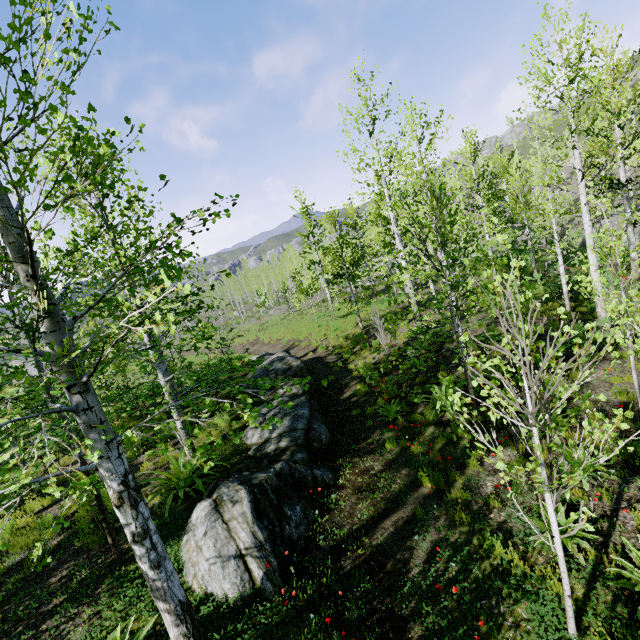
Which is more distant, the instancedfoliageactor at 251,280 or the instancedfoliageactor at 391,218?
the instancedfoliageactor at 251,280

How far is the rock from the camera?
4.9m

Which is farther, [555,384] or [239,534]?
[239,534]

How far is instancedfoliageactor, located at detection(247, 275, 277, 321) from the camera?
45.9 meters

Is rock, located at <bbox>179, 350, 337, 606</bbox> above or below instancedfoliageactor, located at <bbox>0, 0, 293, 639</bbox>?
below

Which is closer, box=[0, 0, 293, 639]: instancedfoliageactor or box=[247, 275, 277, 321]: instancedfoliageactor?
box=[0, 0, 293, 639]: instancedfoliageactor

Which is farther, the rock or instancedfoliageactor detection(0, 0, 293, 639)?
the rock
